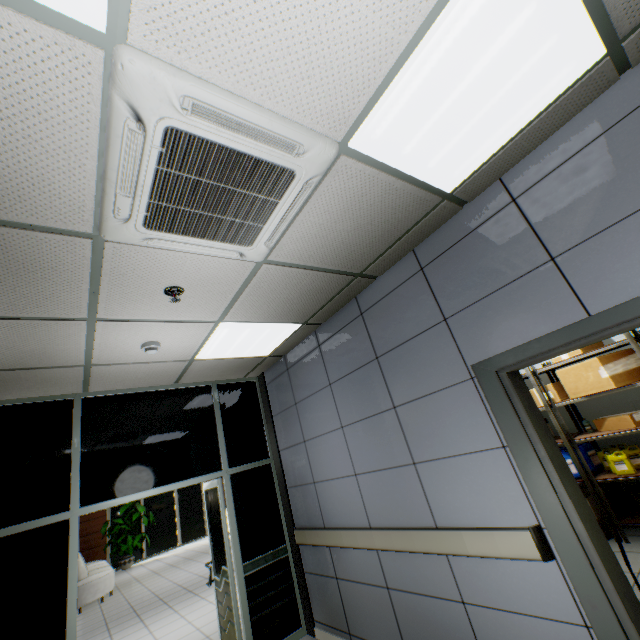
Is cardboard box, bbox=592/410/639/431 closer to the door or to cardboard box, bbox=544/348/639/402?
cardboard box, bbox=544/348/639/402

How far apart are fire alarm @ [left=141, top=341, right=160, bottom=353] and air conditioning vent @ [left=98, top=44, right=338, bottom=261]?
1.5 meters

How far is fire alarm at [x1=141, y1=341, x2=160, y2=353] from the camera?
3.1m

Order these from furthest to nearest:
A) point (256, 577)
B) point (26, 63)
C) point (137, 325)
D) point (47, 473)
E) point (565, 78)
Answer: point (256, 577) < point (47, 473) < point (137, 325) < point (565, 78) < point (26, 63)

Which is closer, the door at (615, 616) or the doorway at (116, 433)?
the door at (615, 616)

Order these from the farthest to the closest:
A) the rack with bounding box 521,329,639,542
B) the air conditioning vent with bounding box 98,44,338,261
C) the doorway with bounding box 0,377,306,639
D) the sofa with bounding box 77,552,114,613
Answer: the sofa with bounding box 77,552,114,613 < the rack with bounding box 521,329,639,542 < the doorway with bounding box 0,377,306,639 < the air conditioning vent with bounding box 98,44,338,261

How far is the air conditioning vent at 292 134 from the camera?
1.2m

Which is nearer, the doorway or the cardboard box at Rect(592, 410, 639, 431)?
the doorway
